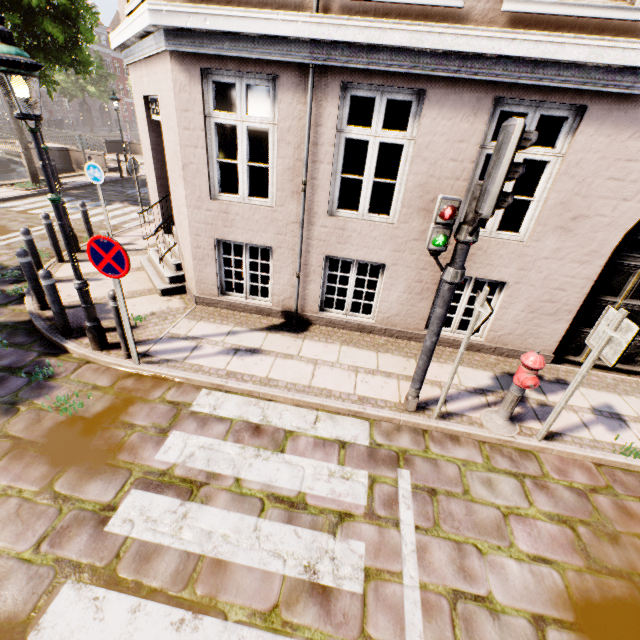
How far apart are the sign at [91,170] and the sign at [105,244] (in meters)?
6.13

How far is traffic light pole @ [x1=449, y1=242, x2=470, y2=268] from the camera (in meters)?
3.30

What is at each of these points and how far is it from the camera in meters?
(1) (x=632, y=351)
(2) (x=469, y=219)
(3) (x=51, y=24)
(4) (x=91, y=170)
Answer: (1) building, 5.7
(2) traffic light pole, 3.2
(3) tree, 10.9
(4) sign, 8.4

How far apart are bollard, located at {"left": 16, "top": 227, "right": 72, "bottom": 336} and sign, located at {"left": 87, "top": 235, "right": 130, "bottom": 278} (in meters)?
2.40

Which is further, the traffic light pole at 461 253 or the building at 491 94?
the building at 491 94

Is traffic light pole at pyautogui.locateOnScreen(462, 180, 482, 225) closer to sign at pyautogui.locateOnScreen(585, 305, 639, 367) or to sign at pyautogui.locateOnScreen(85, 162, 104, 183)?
sign at pyautogui.locateOnScreen(585, 305, 639, 367)

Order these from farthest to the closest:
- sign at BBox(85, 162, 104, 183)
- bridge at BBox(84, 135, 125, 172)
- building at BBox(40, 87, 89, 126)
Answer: building at BBox(40, 87, 89, 126), bridge at BBox(84, 135, 125, 172), sign at BBox(85, 162, 104, 183)

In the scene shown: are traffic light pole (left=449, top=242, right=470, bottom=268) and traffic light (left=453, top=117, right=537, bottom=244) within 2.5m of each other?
yes
